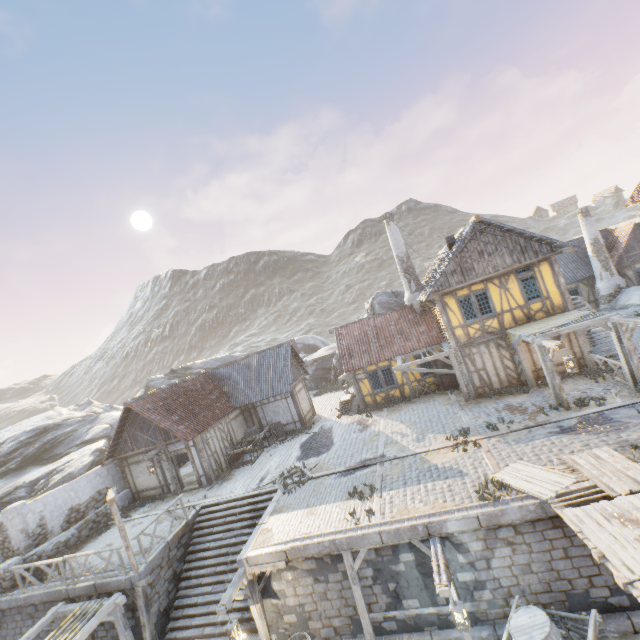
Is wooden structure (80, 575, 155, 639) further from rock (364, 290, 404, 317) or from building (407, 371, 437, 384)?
building (407, 371, 437, 384)

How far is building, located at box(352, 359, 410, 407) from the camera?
20.8 meters

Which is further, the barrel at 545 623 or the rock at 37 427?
the rock at 37 427

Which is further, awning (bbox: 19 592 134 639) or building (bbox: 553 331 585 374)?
building (bbox: 553 331 585 374)

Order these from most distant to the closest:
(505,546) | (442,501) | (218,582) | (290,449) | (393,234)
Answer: (393,234), (290,449), (218,582), (442,501), (505,546)

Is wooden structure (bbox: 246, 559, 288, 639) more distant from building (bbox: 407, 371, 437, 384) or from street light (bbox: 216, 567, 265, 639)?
building (bbox: 407, 371, 437, 384)

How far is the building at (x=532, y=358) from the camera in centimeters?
1619cm

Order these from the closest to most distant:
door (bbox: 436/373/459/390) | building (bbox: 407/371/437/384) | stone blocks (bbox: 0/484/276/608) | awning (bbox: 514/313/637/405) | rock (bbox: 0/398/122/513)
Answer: stone blocks (bbox: 0/484/276/608) → awning (bbox: 514/313/637/405) → door (bbox: 436/373/459/390) → building (bbox: 407/371/437/384) → rock (bbox: 0/398/122/513)
